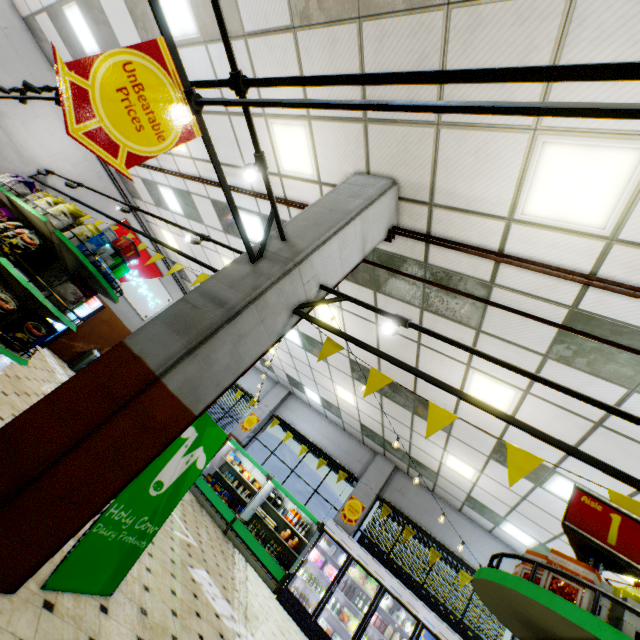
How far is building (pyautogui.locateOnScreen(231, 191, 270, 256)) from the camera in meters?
6.1

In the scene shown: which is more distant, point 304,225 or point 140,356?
point 304,225

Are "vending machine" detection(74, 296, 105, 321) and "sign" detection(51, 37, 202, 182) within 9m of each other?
no

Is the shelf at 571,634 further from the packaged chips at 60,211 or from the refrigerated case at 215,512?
the refrigerated case at 215,512

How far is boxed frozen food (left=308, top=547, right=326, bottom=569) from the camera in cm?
880

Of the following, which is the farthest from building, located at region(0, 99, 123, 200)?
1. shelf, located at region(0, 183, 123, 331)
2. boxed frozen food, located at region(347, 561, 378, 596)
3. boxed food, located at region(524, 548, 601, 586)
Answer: boxed food, located at region(524, 548, 601, 586)

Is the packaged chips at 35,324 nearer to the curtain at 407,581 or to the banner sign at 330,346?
the banner sign at 330,346

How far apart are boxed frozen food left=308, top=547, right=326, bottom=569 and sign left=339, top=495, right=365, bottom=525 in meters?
1.3 m
